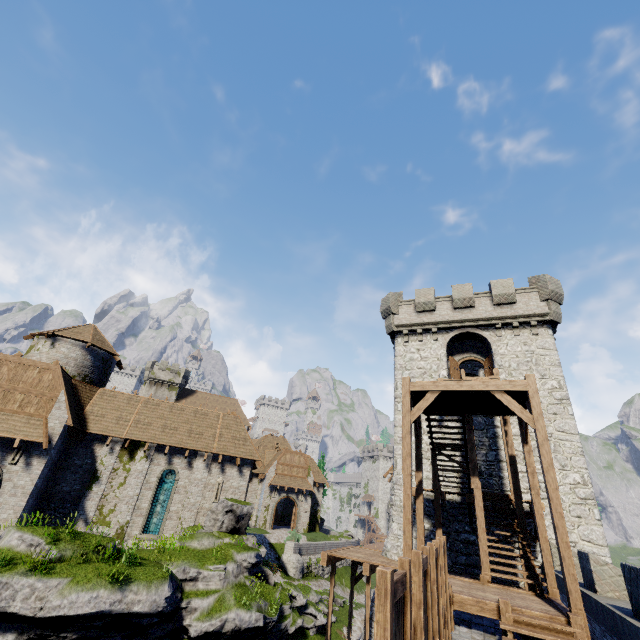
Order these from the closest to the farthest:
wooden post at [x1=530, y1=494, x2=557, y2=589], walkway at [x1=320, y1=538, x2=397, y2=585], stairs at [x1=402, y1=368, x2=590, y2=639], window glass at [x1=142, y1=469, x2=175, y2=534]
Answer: stairs at [x1=402, y1=368, x2=590, y2=639]
wooden post at [x1=530, y1=494, x2=557, y2=589]
walkway at [x1=320, y1=538, x2=397, y2=585]
window glass at [x1=142, y1=469, x2=175, y2=534]

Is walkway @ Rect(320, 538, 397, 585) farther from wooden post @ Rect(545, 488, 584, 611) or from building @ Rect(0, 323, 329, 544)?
building @ Rect(0, 323, 329, 544)

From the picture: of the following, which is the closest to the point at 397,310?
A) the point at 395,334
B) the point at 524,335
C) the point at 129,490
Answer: the point at 395,334

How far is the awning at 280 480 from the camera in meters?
40.2

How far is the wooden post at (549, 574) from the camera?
10.0 meters

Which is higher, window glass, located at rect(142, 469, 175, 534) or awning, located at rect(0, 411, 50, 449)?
awning, located at rect(0, 411, 50, 449)

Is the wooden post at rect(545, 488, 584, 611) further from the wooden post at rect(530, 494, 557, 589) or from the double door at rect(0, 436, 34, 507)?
the double door at rect(0, 436, 34, 507)

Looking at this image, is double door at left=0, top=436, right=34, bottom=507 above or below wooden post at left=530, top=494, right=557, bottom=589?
below
